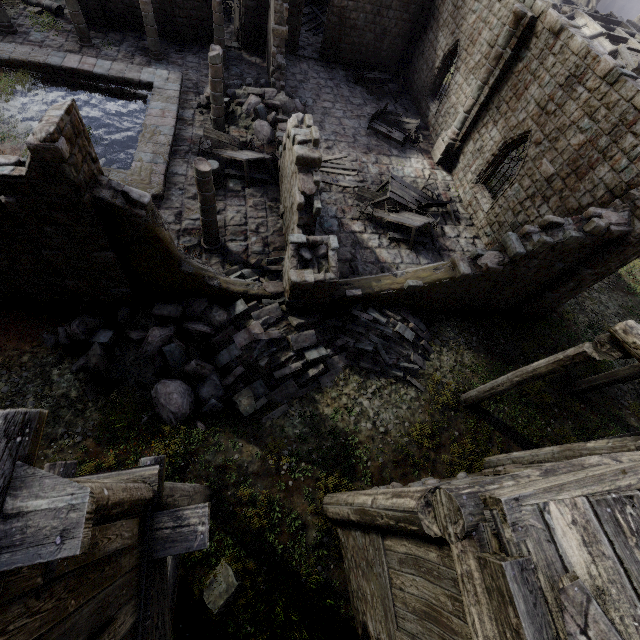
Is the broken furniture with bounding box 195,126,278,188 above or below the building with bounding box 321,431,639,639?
below

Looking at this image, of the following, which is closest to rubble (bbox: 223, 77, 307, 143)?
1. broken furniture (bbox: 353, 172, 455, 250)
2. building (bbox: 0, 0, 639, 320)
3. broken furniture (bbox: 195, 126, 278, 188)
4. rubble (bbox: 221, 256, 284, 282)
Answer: building (bbox: 0, 0, 639, 320)

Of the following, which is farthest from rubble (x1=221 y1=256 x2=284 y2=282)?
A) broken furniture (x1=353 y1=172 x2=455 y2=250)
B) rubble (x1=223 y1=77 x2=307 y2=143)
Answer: rubble (x1=223 y1=77 x2=307 y2=143)

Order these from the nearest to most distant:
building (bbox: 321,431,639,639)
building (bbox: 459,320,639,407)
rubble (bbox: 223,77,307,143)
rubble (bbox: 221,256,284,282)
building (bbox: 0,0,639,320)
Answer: building (bbox: 321,431,639,639) → building (bbox: 459,320,639,407) → building (bbox: 0,0,639,320) → rubble (bbox: 221,256,284,282) → rubble (bbox: 223,77,307,143)

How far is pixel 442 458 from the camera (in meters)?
9.30

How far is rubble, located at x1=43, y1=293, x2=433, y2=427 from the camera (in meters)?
8.53

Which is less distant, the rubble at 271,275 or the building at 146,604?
the building at 146,604

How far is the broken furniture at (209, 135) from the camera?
13.6 meters
